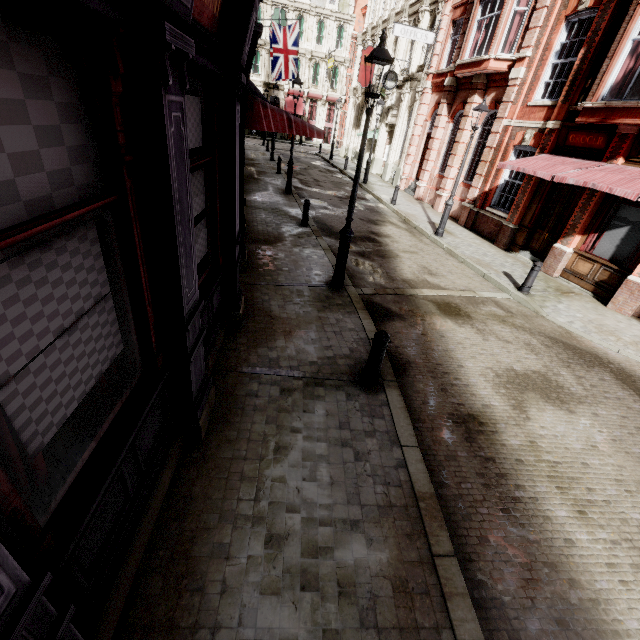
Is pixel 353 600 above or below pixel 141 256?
below

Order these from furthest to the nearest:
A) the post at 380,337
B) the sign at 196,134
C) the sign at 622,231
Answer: the sign at 622,231
the post at 380,337
the sign at 196,134

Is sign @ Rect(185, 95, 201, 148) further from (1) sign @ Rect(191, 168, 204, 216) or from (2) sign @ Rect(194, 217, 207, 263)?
(2) sign @ Rect(194, 217, 207, 263)

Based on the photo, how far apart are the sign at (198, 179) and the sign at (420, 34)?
19.5m

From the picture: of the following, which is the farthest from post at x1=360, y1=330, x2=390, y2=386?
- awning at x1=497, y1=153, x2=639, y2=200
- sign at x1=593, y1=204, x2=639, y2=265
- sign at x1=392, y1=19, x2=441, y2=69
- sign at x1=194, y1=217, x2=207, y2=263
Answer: sign at x1=392, y1=19, x2=441, y2=69

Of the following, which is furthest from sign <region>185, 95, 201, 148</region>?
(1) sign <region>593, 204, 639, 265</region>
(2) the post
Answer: (1) sign <region>593, 204, 639, 265</region>

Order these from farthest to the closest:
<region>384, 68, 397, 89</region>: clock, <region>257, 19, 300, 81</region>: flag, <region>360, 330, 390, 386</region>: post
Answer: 1. <region>257, 19, 300, 81</region>: flag
2. <region>384, 68, 397, 89</region>: clock
3. <region>360, 330, 390, 386</region>: post

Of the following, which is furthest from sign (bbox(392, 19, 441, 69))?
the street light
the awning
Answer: the street light
